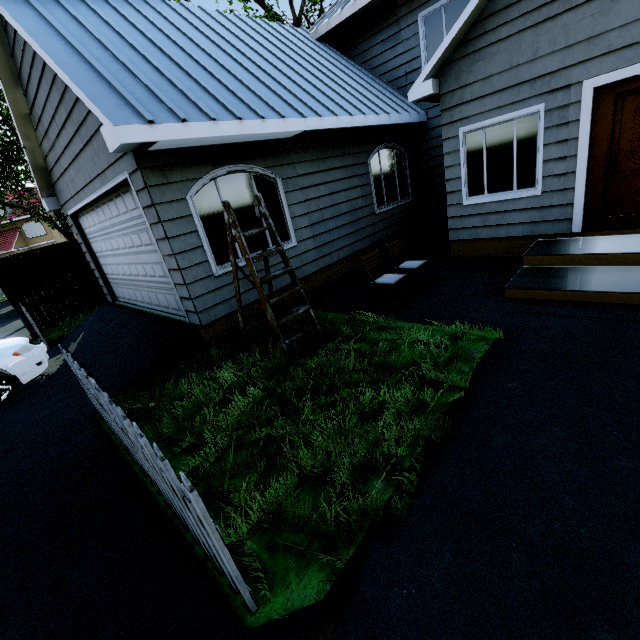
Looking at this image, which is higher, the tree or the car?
the tree

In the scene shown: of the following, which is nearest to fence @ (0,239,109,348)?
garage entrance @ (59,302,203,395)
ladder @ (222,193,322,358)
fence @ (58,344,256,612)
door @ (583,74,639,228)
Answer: garage entrance @ (59,302,203,395)

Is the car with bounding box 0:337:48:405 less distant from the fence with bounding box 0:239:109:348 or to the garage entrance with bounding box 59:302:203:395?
the garage entrance with bounding box 59:302:203:395

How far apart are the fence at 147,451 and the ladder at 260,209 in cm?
201

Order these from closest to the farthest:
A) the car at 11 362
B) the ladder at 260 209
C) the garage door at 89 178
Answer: the ladder at 260 209
the garage door at 89 178
the car at 11 362

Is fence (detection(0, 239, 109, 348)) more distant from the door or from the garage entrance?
the door

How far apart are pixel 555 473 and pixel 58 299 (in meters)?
12.84

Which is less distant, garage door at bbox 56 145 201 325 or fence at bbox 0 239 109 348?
garage door at bbox 56 145 201 325
